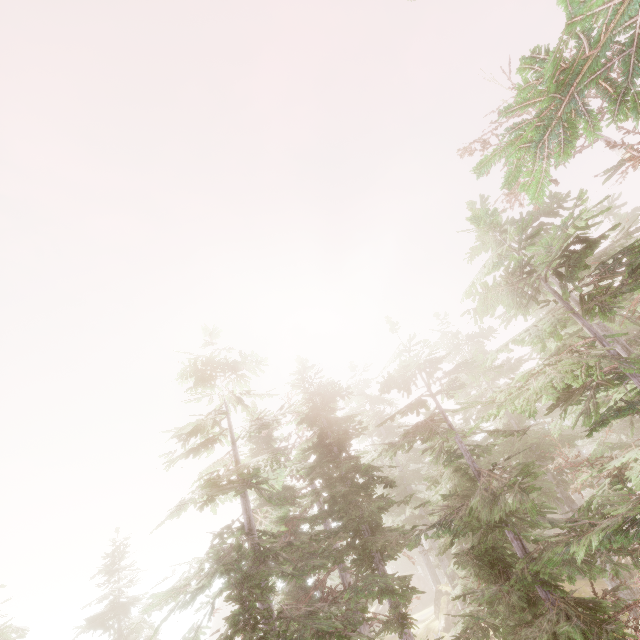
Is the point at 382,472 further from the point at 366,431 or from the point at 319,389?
the point at 366,431
